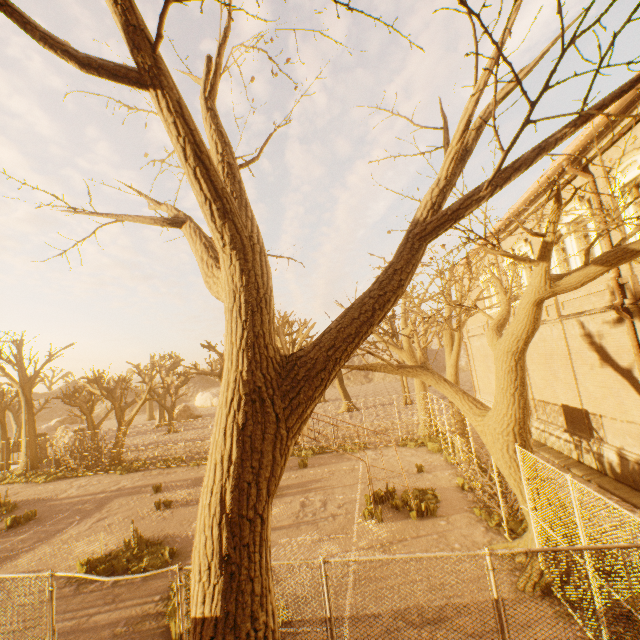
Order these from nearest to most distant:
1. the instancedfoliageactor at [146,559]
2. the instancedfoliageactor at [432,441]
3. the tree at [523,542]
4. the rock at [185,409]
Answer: the tree at [523,542]
the instancedfoliageactor at [146,559]
the instancedfoliageactor at [432,441]
the rock at [185,409]

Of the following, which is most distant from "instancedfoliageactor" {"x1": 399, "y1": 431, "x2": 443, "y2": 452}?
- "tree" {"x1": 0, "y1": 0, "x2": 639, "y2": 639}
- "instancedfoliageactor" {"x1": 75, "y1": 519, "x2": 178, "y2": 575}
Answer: "instancedfoliageactor" {"x1": 75, "y1": 519, "x2": 178, "y2": 575}

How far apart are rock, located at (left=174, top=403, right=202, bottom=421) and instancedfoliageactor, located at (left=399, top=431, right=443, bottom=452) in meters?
36.9

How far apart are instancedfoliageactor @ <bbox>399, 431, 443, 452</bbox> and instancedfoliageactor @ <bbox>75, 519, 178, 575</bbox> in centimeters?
1241cm

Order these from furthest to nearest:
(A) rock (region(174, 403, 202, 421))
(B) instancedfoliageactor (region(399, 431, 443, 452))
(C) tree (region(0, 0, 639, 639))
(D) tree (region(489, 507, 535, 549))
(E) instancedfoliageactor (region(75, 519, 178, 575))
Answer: (A) rock (region(174, 403, 202, 421)), (B) instancedfoliageactor (region(399, 431, 443, 452)), (E) instancedfoliageactor (region(75, 519, 178, 575)), (D) tree (region(489, 507, 535, 549)), (C) tree (region(0, 0, 639, 639))

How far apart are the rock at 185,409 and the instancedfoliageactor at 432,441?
36.9 meters

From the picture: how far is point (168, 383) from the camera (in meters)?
36.81

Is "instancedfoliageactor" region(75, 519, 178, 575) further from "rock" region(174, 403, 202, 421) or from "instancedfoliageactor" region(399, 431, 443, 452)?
"rock" region(174, 403, 202, 421)
